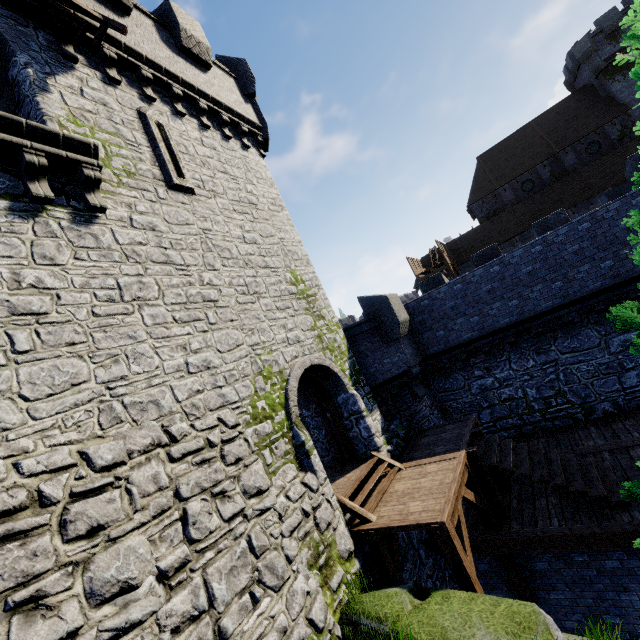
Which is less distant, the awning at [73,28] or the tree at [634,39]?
the tree at [634,39]

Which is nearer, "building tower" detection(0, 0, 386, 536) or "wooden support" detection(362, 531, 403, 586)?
"building tower" detection(0, 0, 386, 536)

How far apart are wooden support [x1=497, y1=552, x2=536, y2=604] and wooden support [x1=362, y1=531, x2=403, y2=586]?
1.6m

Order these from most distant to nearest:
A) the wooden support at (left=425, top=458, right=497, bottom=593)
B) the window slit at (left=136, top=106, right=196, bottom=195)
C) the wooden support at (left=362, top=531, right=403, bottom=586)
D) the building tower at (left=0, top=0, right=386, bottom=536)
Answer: the window slit at (left=136, top=106, right=196, bottom=195), the wooden support at (left=362, top=531, right=403, bottom=586), the wooden support at (left=425, top=458, right=497, bottom=593), the building tower at (left=0, top=0, right=386, bottom=536)

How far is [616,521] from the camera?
7.3 meters

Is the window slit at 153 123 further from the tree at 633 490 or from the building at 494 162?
the building at 494 162

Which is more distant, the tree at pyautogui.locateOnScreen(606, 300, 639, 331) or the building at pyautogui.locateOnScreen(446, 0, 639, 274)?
the building at pyautogui.locateOnScreen(446, 0, 639, 274)

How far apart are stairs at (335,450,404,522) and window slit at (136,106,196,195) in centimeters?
911cm
